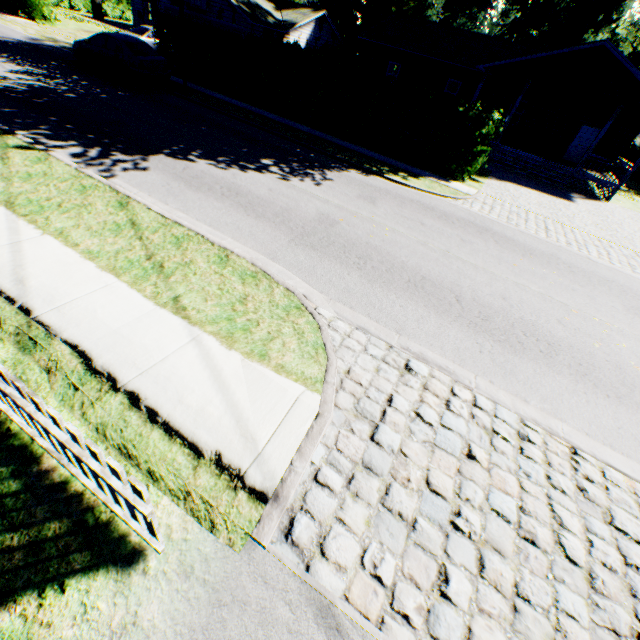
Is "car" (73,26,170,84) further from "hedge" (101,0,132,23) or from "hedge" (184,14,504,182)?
"hedge" (101,0,132,23)

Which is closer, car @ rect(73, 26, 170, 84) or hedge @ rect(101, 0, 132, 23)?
car @ rect(73, 26, 170, 84)

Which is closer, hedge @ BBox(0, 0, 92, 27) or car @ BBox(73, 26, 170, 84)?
car @ BBox(73, 26, 170, 84)

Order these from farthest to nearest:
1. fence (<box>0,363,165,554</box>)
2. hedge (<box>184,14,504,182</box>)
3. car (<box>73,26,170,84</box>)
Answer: car (<box>73,26,170,84</box>), hedge (<box>184,14,504,182</box>), fence (<box>0,363,165,554</box>)

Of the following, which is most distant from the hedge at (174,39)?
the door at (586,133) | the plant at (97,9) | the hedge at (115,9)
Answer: the hedge at (115,9)

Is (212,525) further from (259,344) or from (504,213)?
(504,213)

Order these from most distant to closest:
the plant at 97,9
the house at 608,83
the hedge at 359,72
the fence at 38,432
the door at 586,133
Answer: the plant at 97,9
the door at 586,133
the house at 608,83
the hedge at 359,72
the fence at 38,432

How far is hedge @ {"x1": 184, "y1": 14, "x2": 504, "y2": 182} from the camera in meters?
13.9 m
